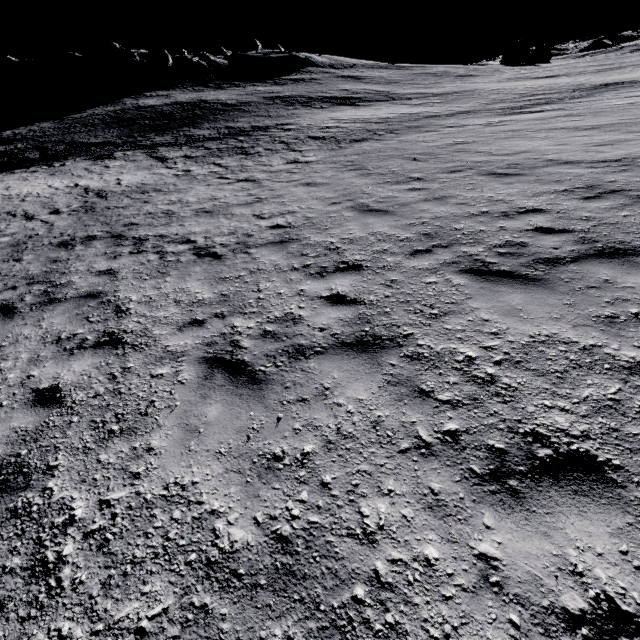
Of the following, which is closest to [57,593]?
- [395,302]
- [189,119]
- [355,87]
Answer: [395,302]
